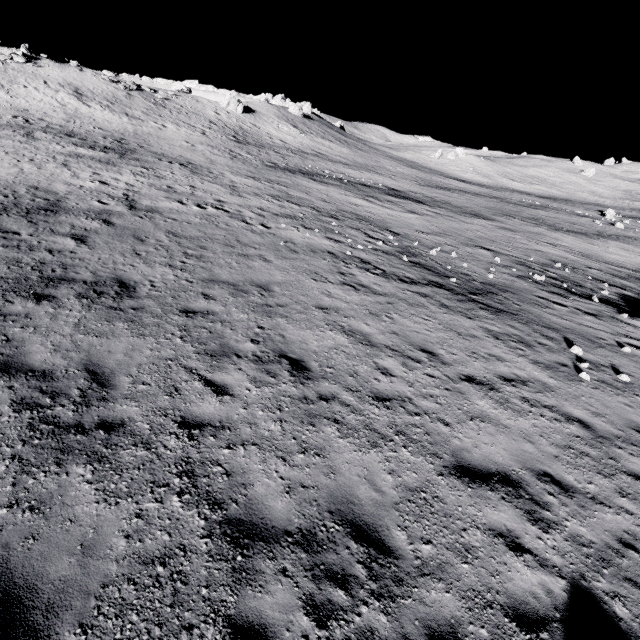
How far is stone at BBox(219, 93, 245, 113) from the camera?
54.22m

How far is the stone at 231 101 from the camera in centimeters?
5422cm

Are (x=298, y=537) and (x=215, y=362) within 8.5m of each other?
yes
